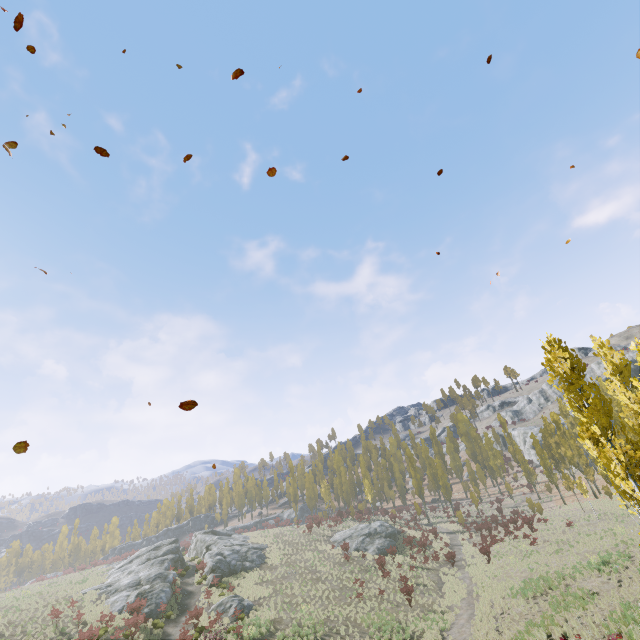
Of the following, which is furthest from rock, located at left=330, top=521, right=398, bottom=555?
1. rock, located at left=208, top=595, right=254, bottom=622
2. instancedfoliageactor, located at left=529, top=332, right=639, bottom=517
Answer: rock, located at left=208, top=595, right=254, bottom=622

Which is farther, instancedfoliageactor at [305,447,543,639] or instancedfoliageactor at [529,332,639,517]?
instancedfoliageactor at [305,447,543,639]

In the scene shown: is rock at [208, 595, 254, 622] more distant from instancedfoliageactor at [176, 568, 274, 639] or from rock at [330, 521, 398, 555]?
instancedfoliageactor at [176, 568, 274, 639]

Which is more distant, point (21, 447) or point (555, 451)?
point (555, 451)

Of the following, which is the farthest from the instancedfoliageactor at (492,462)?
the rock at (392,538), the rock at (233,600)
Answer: the rock at (233,600)

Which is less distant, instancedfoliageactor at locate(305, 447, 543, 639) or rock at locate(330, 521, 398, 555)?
instancedfoliageactor at locate(305, 447, 543, 639)

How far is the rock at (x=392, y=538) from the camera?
39.0m
